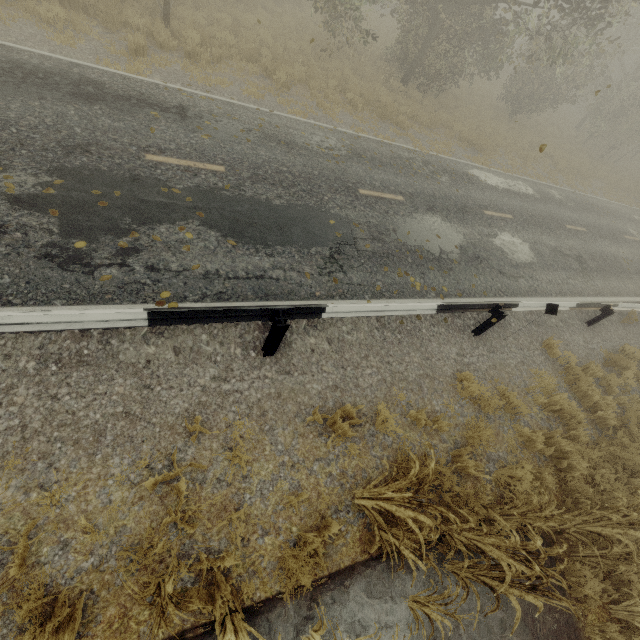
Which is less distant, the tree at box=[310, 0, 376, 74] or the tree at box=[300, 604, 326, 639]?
the tree at box=[300, 604, 326, 639]

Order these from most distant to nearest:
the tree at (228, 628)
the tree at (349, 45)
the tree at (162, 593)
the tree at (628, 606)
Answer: the tree at (349, 45), the tree at (628, 606), the tree at (228, 628), the tree at (162, 593)

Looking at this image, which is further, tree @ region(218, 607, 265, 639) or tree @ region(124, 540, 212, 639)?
tree @ region(218, 607, 265, 639)

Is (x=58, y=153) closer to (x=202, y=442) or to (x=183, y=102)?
(x=183, y=102)

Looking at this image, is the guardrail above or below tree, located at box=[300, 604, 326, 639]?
above

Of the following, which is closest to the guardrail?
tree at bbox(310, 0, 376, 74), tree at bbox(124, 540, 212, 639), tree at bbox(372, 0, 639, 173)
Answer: tree at bbox(124, 540, 212, 639)

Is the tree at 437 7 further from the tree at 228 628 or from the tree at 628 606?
the tree at 628 606

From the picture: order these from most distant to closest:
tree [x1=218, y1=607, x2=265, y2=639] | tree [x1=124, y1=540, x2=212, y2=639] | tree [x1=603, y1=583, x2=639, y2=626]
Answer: tree [x1=603, y1=583, x2=639, y2=626]
tree [x1=218, y1=607, x2=265, y2=639]
tree [x1=124, y1=540, x2=212, y2=639]
